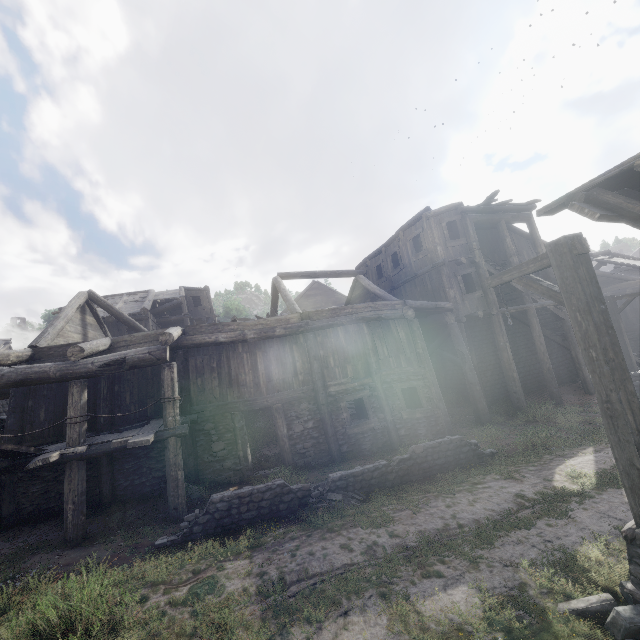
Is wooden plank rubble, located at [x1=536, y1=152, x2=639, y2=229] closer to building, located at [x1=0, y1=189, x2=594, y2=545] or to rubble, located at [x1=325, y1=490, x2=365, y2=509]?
building, located at [x1=0, y1=189, x2=594, y2=545]

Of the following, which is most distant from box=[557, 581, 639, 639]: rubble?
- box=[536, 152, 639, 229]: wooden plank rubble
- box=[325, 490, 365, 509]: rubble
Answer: box=[325, 490, 365, 509]: rubble

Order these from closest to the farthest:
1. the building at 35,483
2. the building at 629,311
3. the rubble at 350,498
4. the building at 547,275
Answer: the rubble at 350,498 → the building at 35,483 → the building at 547,275 → the building at 629,311

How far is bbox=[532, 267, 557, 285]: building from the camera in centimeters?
1744cm

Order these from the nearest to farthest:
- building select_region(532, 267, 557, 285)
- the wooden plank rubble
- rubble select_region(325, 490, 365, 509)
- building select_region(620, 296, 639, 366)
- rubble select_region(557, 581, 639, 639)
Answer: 1. rubble select_region(557, 581, 639, 639)
2. the wooden plank rubble
3. rubble select_region(325, 490, 365, 509)
4. building select_region(532, 267, 557, 285)
5. building select_region(620, 296, 639, 366)

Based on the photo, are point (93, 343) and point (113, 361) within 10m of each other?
yes

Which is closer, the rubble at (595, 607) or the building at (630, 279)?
the rubble at (595, 607)

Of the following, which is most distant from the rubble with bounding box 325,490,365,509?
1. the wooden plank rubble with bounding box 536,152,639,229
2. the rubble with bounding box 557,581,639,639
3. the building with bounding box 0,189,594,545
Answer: the wooden plank rubble with bounding box 536,152,639,229
